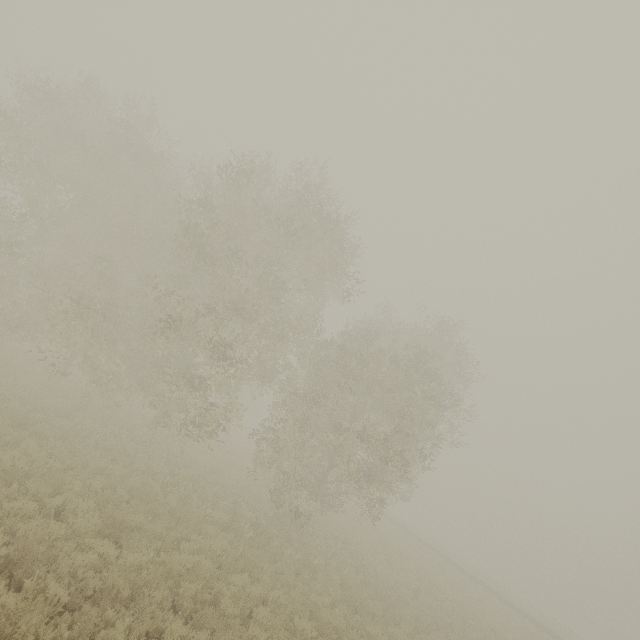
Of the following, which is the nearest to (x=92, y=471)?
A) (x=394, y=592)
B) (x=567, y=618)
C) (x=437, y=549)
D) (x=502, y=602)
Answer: (x=394, y=592)
